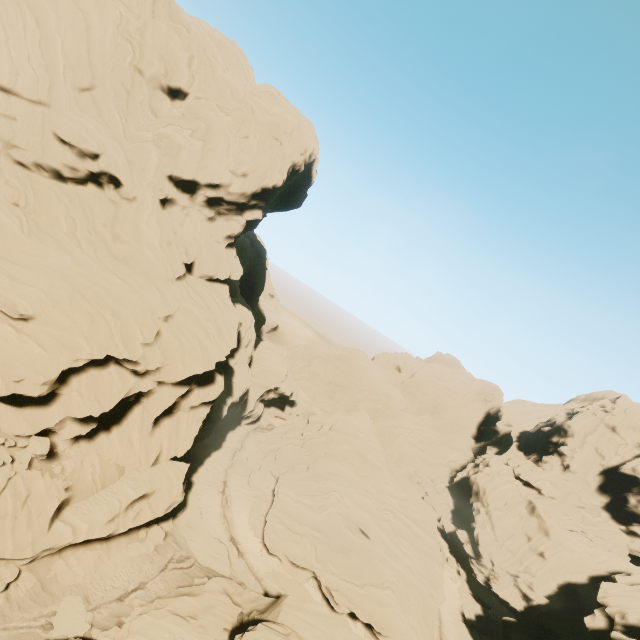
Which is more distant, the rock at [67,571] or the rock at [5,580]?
the rock at [67,571]

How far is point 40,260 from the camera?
23.8 meters

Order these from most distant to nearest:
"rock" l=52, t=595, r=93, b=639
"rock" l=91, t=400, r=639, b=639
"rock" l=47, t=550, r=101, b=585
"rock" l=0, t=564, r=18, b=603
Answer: "rock" l=91, t=400, r=639, b=639 < "rock" l=47, t=550, r=101, b=585 < "rock" l=52, t=595, r=93, b=639 < "rock" l=0, t=564, r=18, b=603

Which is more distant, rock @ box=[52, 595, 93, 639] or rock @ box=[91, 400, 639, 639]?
rock @ box=[91, 400, 639, 639]

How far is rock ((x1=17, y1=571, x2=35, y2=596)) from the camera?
19.5m

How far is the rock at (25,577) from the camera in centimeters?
1950cm
